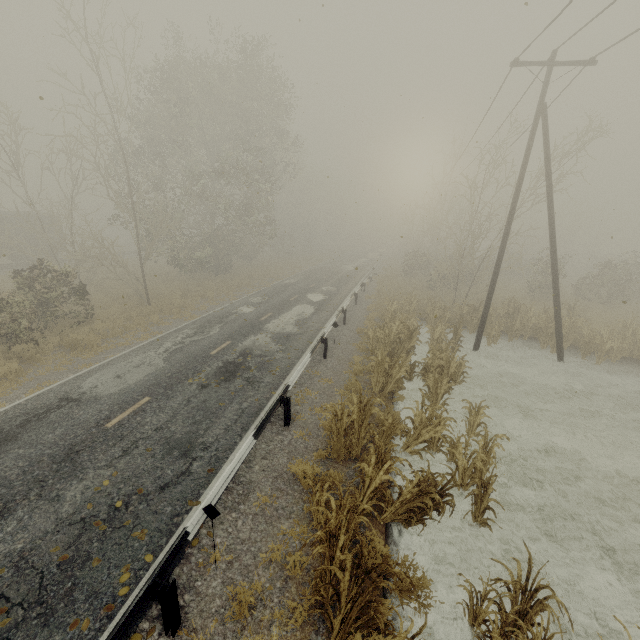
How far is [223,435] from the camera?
8.4m

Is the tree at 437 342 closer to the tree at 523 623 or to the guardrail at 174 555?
the guardrail at 174 555

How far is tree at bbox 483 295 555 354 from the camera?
16.3m

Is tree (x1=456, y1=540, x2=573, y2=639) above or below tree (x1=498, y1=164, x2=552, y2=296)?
below

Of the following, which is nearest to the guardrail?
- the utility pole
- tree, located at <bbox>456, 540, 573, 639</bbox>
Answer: tree, located at <bbox>456, 540, 573, 639</bbox>

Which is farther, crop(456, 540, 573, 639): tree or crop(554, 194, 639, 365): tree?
crop(554, 194, 639, 365): tree

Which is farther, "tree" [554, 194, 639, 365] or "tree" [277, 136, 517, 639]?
"tree" [554, 194, 639, 365]

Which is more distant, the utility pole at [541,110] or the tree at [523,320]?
the tree at [523,320]
